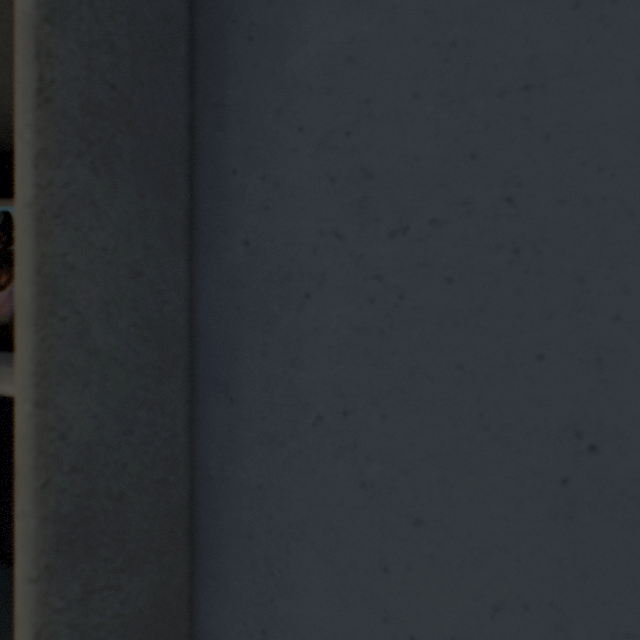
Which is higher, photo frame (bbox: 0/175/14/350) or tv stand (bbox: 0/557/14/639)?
photo frame (bbox: 0/175/14/350)

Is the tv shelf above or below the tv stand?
above

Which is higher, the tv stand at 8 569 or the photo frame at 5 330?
the photo frame at 5 330

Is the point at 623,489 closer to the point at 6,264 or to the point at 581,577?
the point at 581,577

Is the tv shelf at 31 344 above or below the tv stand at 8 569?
above
